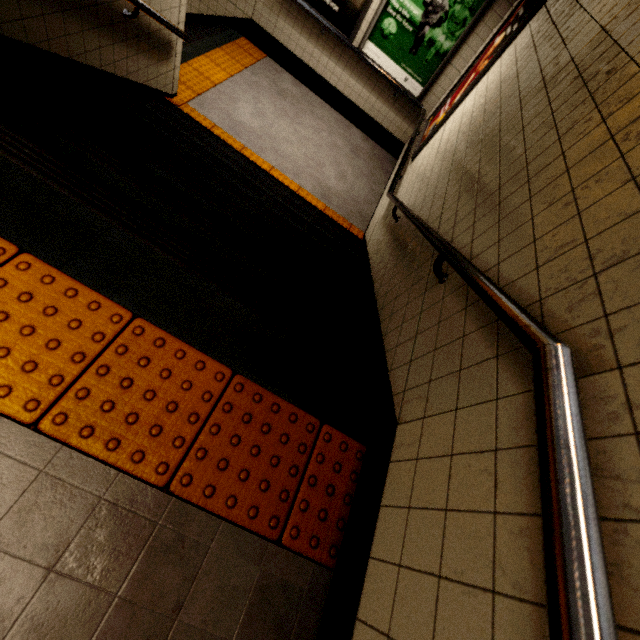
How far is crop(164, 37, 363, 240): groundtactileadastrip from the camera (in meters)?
4.31

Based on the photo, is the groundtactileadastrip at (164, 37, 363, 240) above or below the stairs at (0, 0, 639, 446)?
below

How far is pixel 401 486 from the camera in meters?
1.0

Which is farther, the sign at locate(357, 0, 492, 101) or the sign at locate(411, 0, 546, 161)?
the sign at locate(357, 0, 492, 101)

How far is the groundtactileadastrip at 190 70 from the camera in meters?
4.3 m

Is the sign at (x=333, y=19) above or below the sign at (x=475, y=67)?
below

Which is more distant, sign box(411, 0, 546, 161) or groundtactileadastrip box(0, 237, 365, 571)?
sign box(411, 0, 546, 161)

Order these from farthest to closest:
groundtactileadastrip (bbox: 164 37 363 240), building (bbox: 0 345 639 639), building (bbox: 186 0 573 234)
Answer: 1. groundtactileadastrip (bbox: 164 37 363 240)
2. building (bbox: 186 0 573 234)
3. building (bbox: 0 345 639 639)
